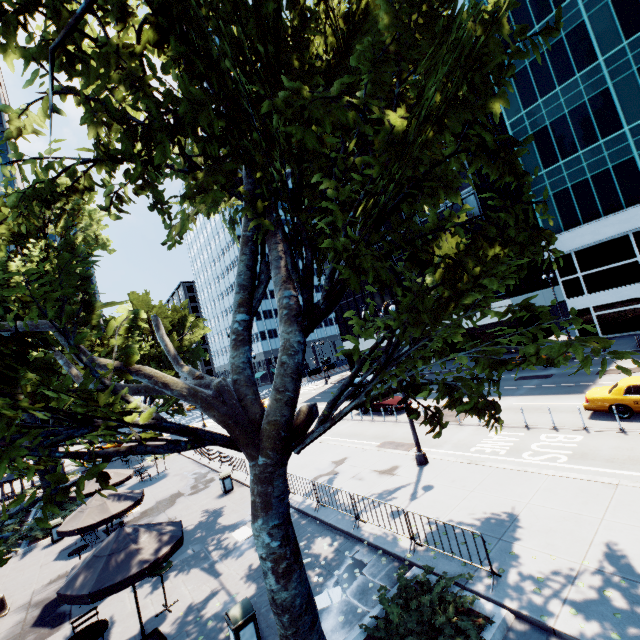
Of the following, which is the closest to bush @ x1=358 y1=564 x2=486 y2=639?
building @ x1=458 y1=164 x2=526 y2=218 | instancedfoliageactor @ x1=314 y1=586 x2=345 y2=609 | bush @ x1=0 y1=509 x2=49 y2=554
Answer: instancedfoliageactor @ x1=314 y1=586 x2=345 y2=609

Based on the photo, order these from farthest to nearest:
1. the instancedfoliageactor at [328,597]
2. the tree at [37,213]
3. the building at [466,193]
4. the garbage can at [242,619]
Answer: the building at [466,193], the instancedfoliageactor at [328,597], the garbage can at [242,619], the tree at [37,213]

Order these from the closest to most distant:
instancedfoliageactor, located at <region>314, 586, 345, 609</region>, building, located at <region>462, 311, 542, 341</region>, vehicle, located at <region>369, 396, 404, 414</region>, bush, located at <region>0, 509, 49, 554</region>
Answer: instancedfoliageactor, located at <region>314, 586, 345, 609</region>
bush, located at <region>0, 509, 49, 554</region>
vehicle, located at <region>369, 396, 404, 414</region>
building, located at <region>462, 311, 542, 341</region>

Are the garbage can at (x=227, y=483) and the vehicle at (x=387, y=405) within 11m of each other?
no

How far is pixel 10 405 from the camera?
4.3m

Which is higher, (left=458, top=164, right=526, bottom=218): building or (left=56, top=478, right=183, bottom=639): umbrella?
(left=458, top=164, right=526, bottom=218): building

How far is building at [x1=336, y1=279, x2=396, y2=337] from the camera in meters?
50.1 m

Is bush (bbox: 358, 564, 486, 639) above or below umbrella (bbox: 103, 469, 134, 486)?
below
